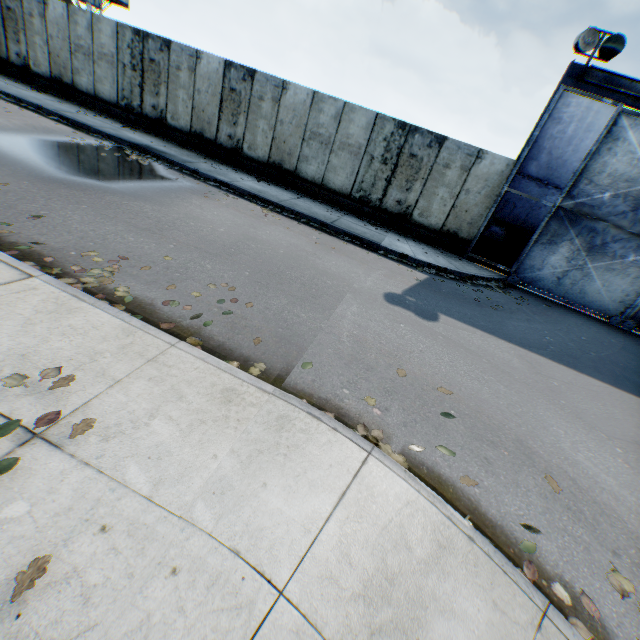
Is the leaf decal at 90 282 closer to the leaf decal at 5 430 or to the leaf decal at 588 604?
the leaf decal at 5 430

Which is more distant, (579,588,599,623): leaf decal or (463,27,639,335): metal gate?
(463,27,639,335): metal gate

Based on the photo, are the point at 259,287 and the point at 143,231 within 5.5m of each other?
yes

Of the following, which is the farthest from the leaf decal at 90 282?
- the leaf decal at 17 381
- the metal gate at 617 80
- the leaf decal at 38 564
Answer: the metal gate at 617 80

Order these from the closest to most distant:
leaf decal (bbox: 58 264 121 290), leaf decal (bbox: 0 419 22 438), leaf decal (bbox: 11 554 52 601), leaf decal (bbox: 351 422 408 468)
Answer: leaf decal (bbox: 11 554 52 601) → leaf decal (bbox: 0 419 22 438) → leaf decal (bbox: 351 422 408 468) → leaf decal (bbox: 58 264 121 290)

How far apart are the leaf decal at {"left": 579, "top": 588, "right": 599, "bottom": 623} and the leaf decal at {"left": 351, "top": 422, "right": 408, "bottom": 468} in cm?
161

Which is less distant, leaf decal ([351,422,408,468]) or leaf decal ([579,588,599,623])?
leaf decal ([579,588,599,623])

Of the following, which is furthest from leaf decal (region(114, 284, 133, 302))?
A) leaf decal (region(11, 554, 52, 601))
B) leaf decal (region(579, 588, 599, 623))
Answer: leaf decal (region(579, 588, 599, 623))
